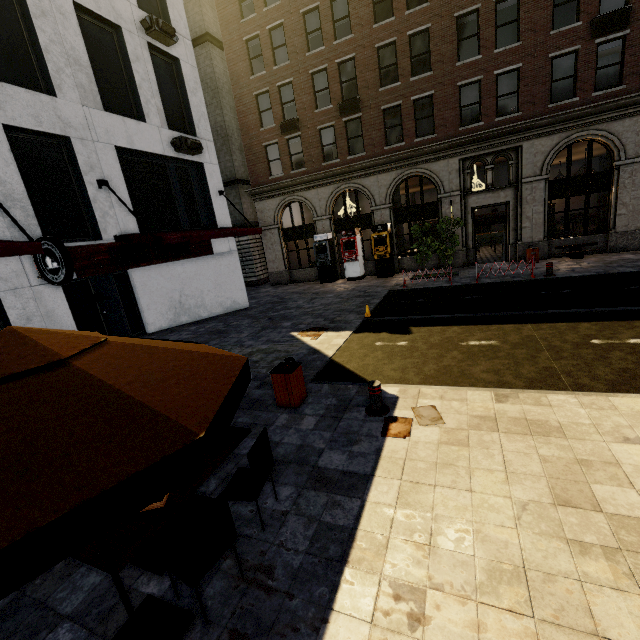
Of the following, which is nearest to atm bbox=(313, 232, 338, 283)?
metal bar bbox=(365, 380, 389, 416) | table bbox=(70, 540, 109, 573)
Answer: metal bar bbox=(365, 380, 389, 416)

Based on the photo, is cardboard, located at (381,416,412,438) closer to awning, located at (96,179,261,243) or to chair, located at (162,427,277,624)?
chair, located at (162,427,277,624)

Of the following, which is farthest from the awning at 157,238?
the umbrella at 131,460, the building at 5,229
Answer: the umbrella at 131,460

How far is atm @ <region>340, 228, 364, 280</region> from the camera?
20.0m

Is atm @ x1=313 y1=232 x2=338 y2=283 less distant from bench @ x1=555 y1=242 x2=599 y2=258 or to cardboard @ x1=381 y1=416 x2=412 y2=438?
bench @ x1=555 y1=242 x2=599 y2=258

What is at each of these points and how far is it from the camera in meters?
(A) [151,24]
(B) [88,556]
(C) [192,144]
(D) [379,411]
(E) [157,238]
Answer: (A) air conditioner, 11.7
(B) table, 2.8
(C) air conditioner, 12.9
(D) metal bar, 5.8
(E) awning, 10.0

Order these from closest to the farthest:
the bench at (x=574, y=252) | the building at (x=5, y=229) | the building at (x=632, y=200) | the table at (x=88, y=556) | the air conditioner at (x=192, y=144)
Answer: the table at (x=88, y=556), the building at (x=5, y=229), the building at (x=632, y=200), the air conditioner at (x=192, y=144), the bench at (x=574, y=252)

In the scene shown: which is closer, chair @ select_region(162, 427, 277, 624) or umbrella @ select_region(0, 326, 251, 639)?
umbrella @ select_region(0, 326, 251, 639)
